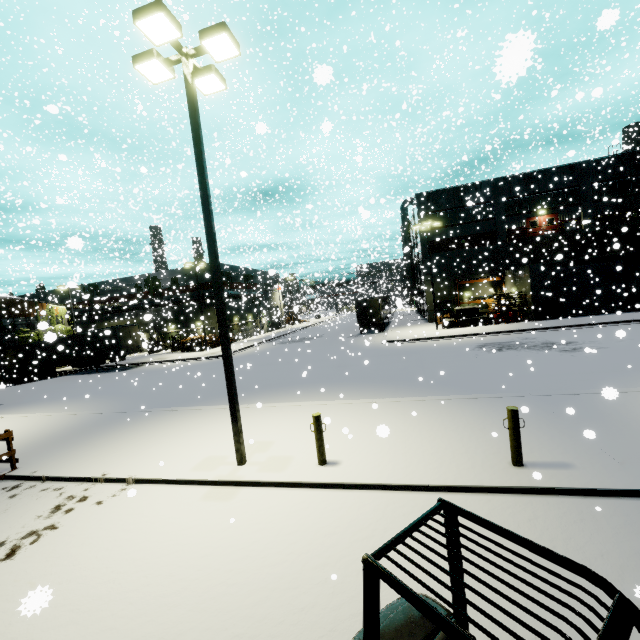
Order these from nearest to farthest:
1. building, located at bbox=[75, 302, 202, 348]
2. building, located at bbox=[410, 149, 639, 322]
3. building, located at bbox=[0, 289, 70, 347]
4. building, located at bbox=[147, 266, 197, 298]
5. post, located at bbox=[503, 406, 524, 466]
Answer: post, located at bbox=[503, 406, 524, 466] < building, located at bbox=[410, 149, 639, 322] < building, located at bbox=[0, 289, 70, 347] < building, located at bbox=[75, 302, 202, 348] < building, located at bbox=[147, 266, 197, 298]

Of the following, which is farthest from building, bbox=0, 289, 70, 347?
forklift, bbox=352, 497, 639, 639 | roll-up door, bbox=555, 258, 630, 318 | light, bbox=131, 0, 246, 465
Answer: light, bbox=131, 0, 246, 465

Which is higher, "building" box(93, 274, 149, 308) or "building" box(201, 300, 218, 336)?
"building" box(93, 274, 149, 308)

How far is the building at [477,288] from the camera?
35.53m

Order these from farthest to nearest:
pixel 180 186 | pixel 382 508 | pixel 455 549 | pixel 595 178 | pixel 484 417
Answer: pixel 180 186
pixel 595 178
pixel 484 417
pixel 382 508
pixel 455 549

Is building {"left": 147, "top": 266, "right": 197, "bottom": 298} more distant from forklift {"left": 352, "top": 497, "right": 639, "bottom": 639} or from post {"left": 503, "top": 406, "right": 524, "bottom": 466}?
post {"left": 503, "top": 406, "right": 524, "bottom": 466}

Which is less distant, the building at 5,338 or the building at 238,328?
the building at 5,338

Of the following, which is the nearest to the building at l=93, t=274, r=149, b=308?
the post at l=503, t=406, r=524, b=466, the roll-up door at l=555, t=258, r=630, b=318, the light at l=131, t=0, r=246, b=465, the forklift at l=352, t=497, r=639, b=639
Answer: the roll-up door at l=555, t=258, r=630, b=318
